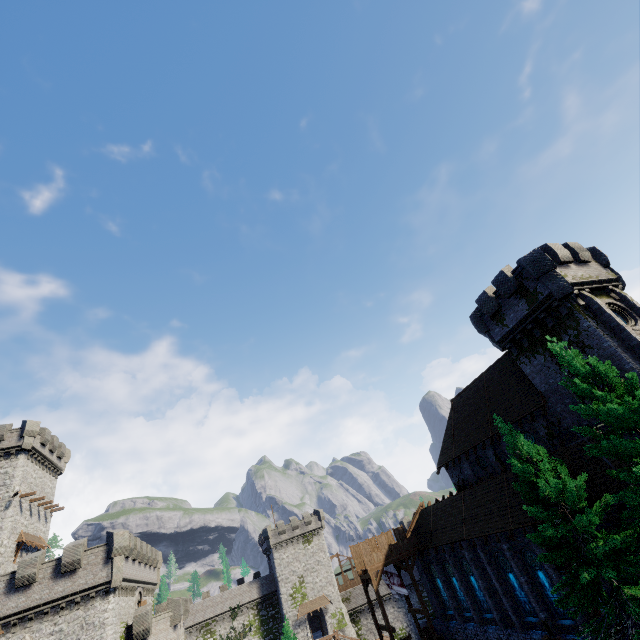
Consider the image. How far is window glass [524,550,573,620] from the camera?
20.3 meters

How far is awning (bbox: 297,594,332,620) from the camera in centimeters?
5206cm

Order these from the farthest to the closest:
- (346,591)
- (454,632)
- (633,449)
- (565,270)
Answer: (346,591) < (454,632) < (565,270) < (633,449)

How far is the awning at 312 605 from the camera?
52.06m

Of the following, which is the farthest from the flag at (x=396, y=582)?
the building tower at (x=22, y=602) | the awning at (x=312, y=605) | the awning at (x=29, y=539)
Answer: the awning at (x=29, y=539)

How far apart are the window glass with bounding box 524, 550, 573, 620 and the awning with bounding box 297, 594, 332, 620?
44.7m

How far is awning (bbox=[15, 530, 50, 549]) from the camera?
33.0 meters

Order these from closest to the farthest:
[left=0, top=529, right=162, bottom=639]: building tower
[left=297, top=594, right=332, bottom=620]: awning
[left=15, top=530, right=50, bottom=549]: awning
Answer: [left=0, top=529, right=162, bottom=639]: building tower → [left=15, top=530, right=50, bottom=549]: awning → [left=297, top=594, right=332, bottom=620]: awning
